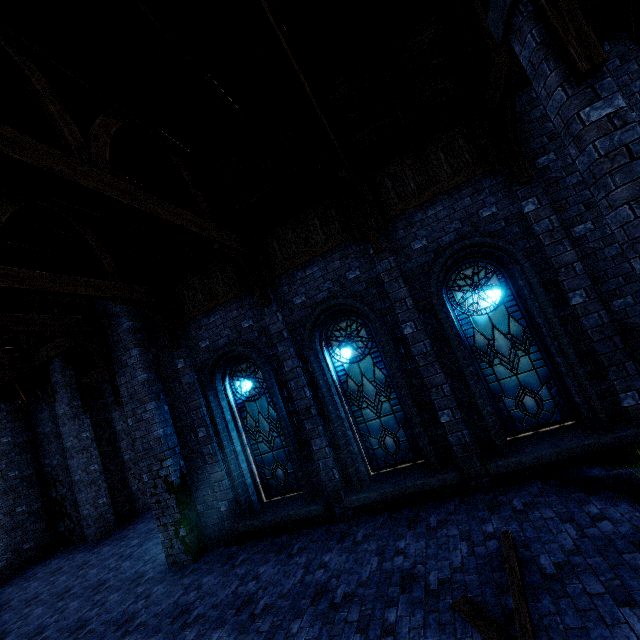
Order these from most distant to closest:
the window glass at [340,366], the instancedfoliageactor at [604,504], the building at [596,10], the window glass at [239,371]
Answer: the window glass at [239,371]
the window glass at [340,366]
the building at [596,10]
the instancedfoliageactor at [604,504]

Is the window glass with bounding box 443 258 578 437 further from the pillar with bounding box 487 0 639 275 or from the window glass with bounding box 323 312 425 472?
the pillar with bounding box 487 0 639 275

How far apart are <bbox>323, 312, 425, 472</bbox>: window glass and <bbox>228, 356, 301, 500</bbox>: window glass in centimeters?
151cm

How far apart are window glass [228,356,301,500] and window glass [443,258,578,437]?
4.5 meters

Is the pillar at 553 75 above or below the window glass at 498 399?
above

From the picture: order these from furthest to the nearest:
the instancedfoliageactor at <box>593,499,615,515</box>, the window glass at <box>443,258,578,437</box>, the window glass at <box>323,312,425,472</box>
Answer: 1. the window glass at <box>323,312,425,472</box>
2. the window glass at <box>443,258,578,437</box>
3. the instancedfoliageactor at <box>593,499,615,515</box>

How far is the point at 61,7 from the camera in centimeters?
416cm

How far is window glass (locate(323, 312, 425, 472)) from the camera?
7.3m
